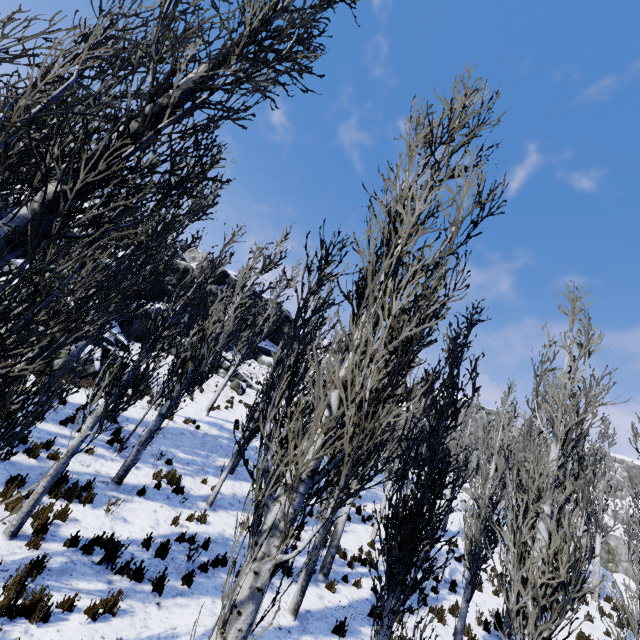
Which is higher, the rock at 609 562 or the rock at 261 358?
the rock at 261 358

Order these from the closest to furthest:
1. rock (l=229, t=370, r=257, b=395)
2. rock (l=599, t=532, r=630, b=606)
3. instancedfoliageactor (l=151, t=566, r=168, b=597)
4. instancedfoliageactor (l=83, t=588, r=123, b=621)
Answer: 1. instancedfoliageactor (l=83, t=588, r=123, b=621)
2. instancedfoliageactor (l=151, t=566, r=168, b=597)
3. rock (l=599, t=532, r=630, b=606)
4. rock (l=229, t=370, r=257, b=395)

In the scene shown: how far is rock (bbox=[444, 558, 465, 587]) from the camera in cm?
1407

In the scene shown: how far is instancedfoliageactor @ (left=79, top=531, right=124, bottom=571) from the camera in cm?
637

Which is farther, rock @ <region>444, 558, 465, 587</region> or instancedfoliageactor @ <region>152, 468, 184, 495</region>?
rock @ <region>444, 558, 465, 587</region>

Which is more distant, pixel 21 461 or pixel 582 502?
pixel 21 461

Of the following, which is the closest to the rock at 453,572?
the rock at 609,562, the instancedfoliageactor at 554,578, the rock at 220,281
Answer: the instancedfoliageactor at 554,578

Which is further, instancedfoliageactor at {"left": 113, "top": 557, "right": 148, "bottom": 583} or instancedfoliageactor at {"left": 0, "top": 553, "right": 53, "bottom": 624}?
instancedfoliageactor at {"left": 113, "top": 557, "right": 148, "bottom": 583}
